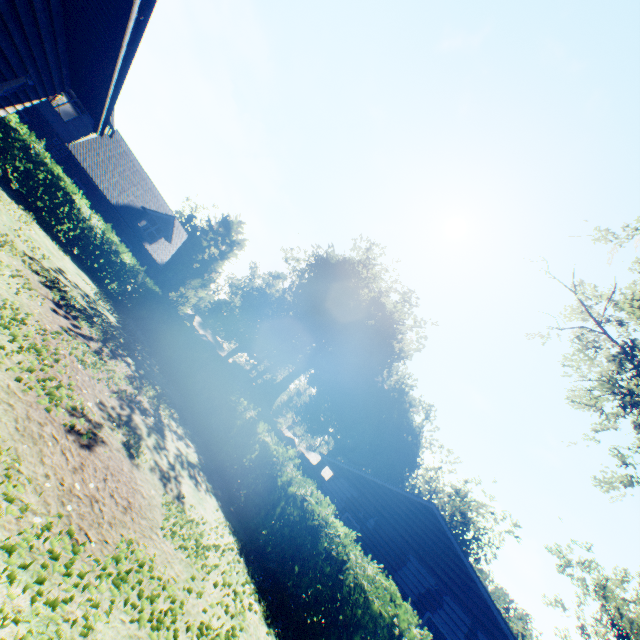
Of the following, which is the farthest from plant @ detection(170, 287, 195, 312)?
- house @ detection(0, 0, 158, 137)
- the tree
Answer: house @ detection(0, 0, 158, 137)

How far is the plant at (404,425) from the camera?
37.7m

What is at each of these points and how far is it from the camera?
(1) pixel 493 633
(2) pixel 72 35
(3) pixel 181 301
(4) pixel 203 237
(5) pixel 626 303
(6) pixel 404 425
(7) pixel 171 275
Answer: (1) house, 11.4 meters
(2) house, 6.0 meters
(3) plant, 38.6 meters
(4) plant, 57.2 meters
(5) tree, 15.4 meters
(6) plant, 48.9 meters
(7) plant, 59.0 meters

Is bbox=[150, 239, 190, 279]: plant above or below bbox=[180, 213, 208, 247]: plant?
below

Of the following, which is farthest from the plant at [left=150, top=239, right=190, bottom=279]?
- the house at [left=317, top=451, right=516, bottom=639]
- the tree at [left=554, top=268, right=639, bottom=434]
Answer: the house at [left=317, top=451, right=516, bottom=639]

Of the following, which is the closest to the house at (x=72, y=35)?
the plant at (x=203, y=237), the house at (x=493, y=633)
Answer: the house at (x=493, y=633)

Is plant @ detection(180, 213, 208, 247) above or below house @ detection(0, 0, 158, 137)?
above

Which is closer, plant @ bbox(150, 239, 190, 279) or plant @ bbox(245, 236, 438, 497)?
plant @ bbox(245, 236, 438, 497)
